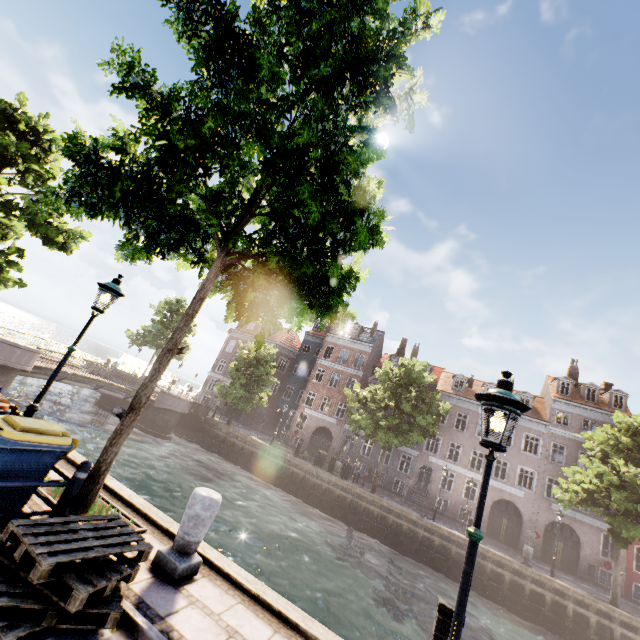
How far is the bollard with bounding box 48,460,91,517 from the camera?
4.2 meters

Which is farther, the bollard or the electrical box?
the bollard

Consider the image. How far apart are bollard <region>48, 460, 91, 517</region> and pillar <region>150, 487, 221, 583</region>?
1.37m

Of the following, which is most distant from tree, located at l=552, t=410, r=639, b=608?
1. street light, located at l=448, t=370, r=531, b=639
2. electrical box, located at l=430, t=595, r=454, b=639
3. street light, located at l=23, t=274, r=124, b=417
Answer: electrical box, located at l=430, t=595, r=454, b=639

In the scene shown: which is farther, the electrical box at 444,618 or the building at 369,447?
the building at 369,447

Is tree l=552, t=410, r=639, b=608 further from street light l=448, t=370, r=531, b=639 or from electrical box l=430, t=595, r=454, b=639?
electrical box l=430, t=595, r=454, b=639

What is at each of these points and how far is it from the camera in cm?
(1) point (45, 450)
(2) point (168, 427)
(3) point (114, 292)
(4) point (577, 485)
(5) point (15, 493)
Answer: (1) trash bin, 416
(2) bridge, 2581
(3) street light, 631
(4) tree, 1966
(5) trash bin, 397

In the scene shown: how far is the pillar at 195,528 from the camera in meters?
4.5
